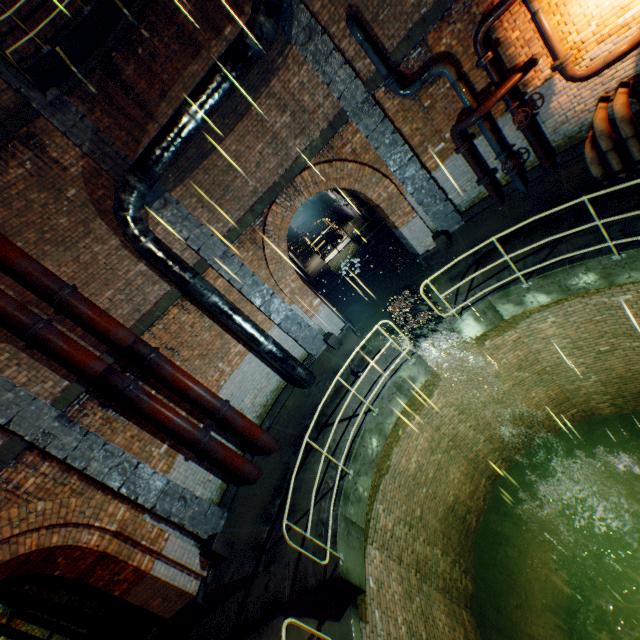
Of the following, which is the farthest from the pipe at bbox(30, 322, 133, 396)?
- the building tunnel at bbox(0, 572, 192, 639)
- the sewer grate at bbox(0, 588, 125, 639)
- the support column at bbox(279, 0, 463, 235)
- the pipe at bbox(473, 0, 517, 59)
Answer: the pipe at bbox(473, 0, 517, 59)

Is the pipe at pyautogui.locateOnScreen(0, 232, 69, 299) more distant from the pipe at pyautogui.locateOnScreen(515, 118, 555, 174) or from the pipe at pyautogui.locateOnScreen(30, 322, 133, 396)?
the pipe at pyautogui.locateOnScreen(515, 118, 555, 174)

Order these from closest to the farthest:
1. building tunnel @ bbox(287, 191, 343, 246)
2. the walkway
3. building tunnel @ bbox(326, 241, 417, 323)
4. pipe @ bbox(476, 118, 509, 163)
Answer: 1. pipe @ bbox(476, 118, 509, 163)
2. building tunnel @ bbox(326, 241, 417, 323)
3. the walkway
4. building tunnel @ bbox(287, 191, 343, 246)

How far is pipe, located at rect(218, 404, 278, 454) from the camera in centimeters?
806cm

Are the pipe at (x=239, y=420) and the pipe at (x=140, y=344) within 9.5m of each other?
yes

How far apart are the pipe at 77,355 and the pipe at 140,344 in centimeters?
32cm

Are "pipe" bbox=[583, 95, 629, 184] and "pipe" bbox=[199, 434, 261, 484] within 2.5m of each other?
no

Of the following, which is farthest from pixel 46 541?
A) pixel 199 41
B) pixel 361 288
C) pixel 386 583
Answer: pixel 361 288
